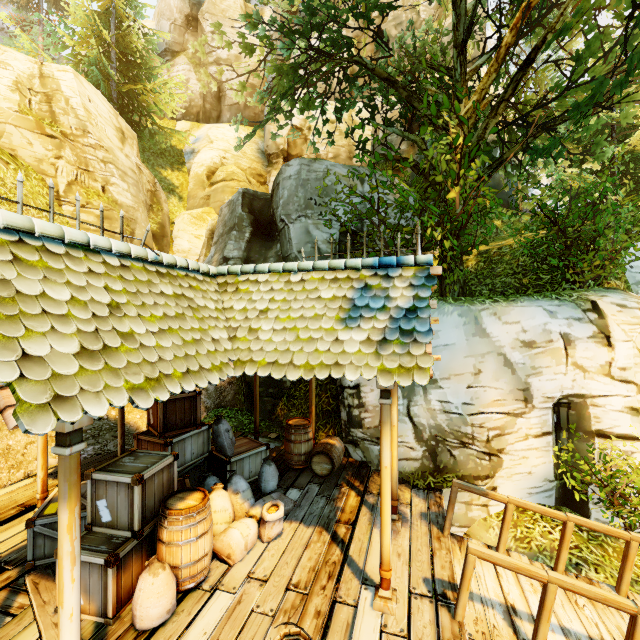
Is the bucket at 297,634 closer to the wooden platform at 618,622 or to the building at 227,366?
the wooden platform at 618,622

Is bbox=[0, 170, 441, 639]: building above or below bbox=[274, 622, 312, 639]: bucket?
above

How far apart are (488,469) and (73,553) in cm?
681

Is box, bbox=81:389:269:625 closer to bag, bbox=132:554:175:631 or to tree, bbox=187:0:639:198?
bag, bbox=132:554:175:631

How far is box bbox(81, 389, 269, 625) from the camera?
3.85m

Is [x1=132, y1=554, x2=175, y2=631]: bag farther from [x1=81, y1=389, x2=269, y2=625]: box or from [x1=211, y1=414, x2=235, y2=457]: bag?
[x1=211, y1=414, x2=235, y2=457]: bag

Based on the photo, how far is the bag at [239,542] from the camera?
4.79m

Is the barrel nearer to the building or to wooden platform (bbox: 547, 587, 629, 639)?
wooden platform (bbox: 547, 587, 629, 639)
